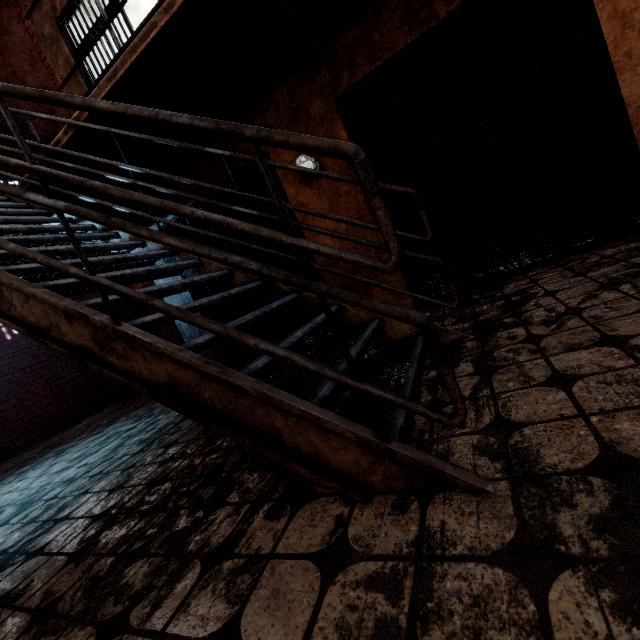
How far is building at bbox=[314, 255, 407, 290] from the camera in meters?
3.6 m

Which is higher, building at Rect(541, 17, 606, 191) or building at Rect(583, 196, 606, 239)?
building at Rect(541, 17, 606, 191)

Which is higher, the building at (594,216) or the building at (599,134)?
the building at (599,134)

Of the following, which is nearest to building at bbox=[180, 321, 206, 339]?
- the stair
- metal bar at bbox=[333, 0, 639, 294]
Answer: metal bar at bbox=[333, 0, 639, 294]

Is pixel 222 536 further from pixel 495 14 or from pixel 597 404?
pixel 495 14

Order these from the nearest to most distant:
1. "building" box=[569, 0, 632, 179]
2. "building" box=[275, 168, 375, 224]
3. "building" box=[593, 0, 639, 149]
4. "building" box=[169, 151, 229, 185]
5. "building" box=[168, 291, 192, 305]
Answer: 1. "building" box=[593, 0, 639, 149]
2. "building" box=[569, 0, 632, 179]
3. "building" box=[275, 168, 375, 224]
4. "building" box=[169, 151, 229, 185]
5. "building" box=[168, 291, 192, 305]

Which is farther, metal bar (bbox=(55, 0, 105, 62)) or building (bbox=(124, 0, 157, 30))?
building (bbox=(124, 0, 157, 30))

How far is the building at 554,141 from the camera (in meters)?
4.45
